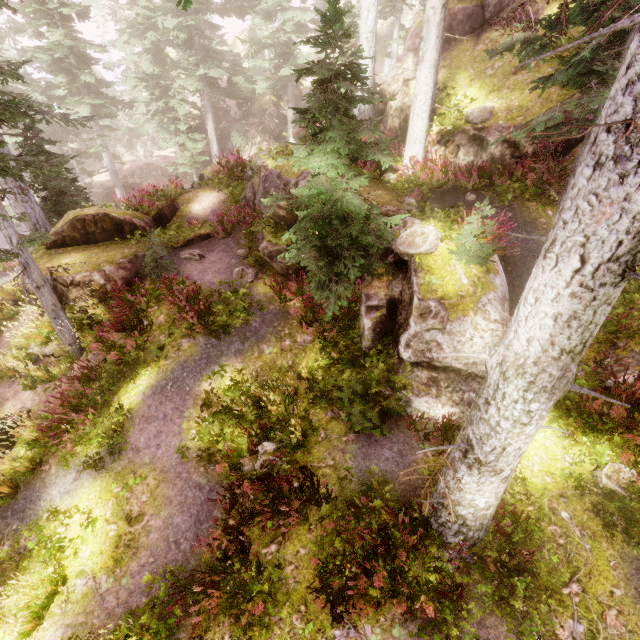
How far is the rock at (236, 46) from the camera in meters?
56.0 m

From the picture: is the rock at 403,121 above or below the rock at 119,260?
above

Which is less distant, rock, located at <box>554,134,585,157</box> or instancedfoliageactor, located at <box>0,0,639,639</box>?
instancedfoliageactor, located at <box>0,0,639,639</box>

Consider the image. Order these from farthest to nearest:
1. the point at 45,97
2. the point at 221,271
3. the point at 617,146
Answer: the point at 45,97
the point at 221,271
the point at 617,146

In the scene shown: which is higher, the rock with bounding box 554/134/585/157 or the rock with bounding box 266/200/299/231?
the rock with bounding box 554/134/585/157

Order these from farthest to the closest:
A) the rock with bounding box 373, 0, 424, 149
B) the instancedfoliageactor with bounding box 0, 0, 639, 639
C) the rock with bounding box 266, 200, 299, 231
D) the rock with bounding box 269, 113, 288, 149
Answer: the rock with bounding box 269, 113, 288, 149, the rock with bounding box 373, 0, 424, 149, the rock with bounding box 266, 200, 299, 231, the instancedfoliageactor with bounding box 0, 0, 639, 639

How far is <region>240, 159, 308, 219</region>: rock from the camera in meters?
10.6
